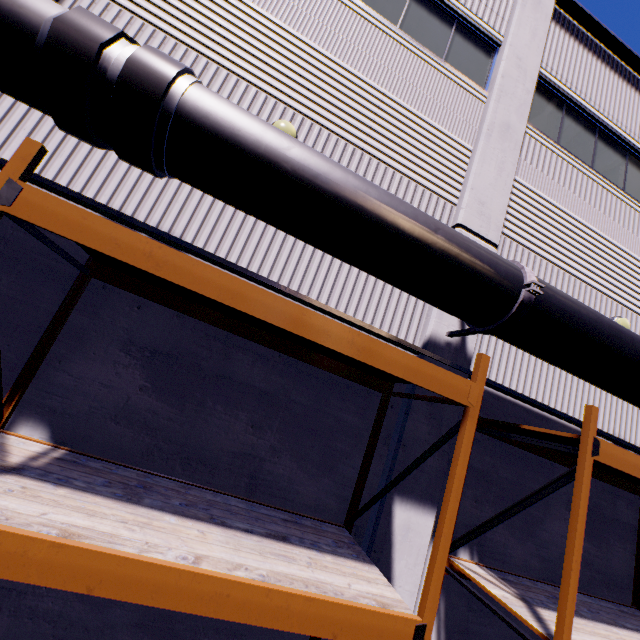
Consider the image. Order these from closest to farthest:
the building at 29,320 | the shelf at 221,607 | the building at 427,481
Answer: the shelf at 221,607, the building at 29,320, the building at 427,481

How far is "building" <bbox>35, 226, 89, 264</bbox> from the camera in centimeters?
406cm

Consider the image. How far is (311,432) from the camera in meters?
4.7 m

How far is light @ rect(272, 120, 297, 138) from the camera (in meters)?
5.07

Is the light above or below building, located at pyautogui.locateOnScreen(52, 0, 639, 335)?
below

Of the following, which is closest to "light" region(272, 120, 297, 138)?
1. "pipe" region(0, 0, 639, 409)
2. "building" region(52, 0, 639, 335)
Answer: "building" region(52, 0, 639, 335)

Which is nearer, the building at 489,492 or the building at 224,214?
the building at 224,214
